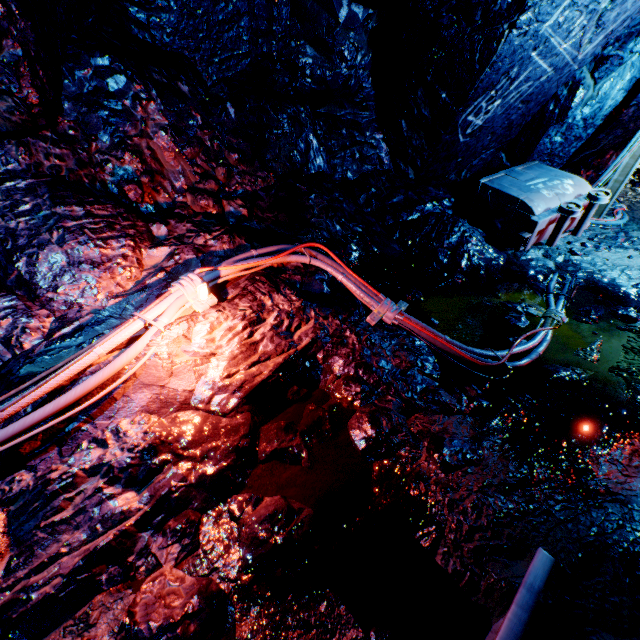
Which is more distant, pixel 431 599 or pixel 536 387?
pixel 536 387

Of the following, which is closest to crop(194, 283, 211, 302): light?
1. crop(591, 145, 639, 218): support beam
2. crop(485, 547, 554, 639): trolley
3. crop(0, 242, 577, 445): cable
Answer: crop(0, 242, 577, 445): cable

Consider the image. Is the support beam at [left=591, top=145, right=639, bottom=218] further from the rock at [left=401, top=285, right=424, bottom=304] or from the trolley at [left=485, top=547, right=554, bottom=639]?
the trolley at [left=485, top=547, right=554, bottom=639]

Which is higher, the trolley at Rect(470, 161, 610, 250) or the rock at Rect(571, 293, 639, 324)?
the trolley at Rect(470, 161, 610, 250)

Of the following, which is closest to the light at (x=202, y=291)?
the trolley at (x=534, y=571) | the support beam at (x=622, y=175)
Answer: the trolley at (x=534, y=571)

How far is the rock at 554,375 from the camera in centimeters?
278cm

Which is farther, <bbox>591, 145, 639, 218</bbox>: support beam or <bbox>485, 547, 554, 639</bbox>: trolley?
<bbox>591, 145, 639, 218</bbox>: support beam

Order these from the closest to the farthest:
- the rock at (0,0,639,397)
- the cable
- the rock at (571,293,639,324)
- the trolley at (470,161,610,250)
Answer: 1. the cable
2. the rock at (0,0,639,397)
3. the rock at (571,293,639,324)
4. the trolley at (470,161,610,250)
